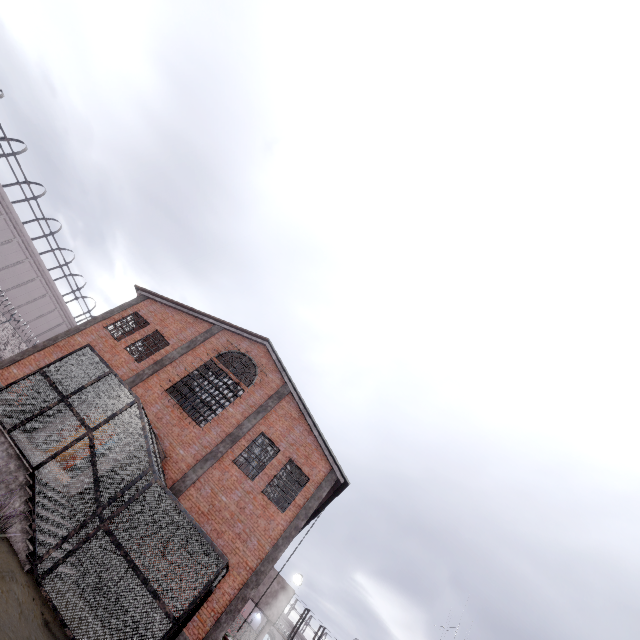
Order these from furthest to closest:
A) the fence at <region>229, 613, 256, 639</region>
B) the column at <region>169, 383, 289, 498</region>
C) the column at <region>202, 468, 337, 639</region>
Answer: the fence at <region>229, 613, 256, 639</region>, the column at <region>169, 383, 289, 498</region>, the column at <region>202, 468, 337, 639</region>

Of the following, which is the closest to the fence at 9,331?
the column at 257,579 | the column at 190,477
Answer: the column at 190,477

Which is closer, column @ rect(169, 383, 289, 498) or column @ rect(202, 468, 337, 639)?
column @ rect(202, 468, 337, 639)

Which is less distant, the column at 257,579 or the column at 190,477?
the column at 257,579

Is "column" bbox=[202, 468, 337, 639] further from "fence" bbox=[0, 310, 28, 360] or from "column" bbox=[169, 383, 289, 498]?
"fence" bbox=[0, 310, 28, 360]

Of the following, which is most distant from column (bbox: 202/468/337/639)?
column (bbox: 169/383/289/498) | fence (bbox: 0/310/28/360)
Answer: fence (bbox: 0/310/28/360)

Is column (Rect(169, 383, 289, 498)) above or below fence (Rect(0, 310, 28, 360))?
above

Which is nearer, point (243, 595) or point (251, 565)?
point (243, 595)
